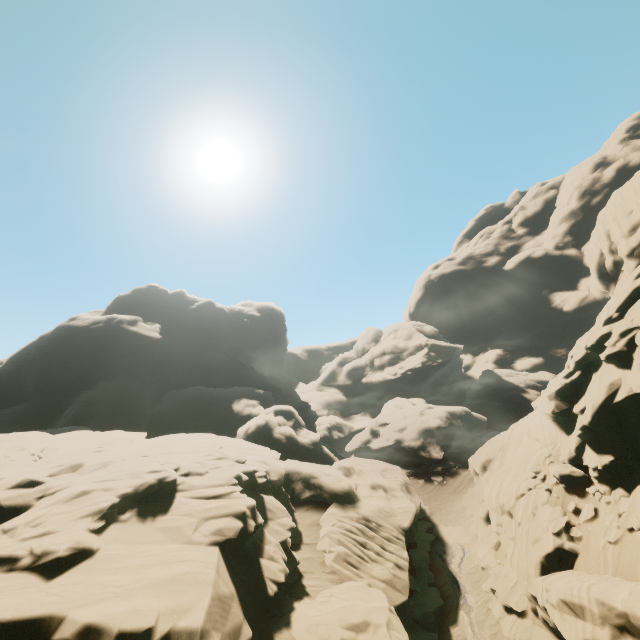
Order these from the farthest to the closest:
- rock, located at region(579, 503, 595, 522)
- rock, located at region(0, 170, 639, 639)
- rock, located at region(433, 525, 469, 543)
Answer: rock, located at region(433, 525, 469, 543) → rock, located at region(579, 503, 595, 522) → rock, located at region(0, 170, 639, 639)

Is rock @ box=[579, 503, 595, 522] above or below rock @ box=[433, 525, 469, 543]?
above

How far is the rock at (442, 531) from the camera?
23.9 meters

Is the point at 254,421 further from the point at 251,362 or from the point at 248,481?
the point at 251,362

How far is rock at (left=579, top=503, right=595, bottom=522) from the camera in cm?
1559

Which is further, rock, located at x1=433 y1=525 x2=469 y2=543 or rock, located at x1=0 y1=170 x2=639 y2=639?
rock, located at x1=433 y1=525 x2=469 y2=543

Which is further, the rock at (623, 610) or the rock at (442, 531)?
the rock at (442, 531)
